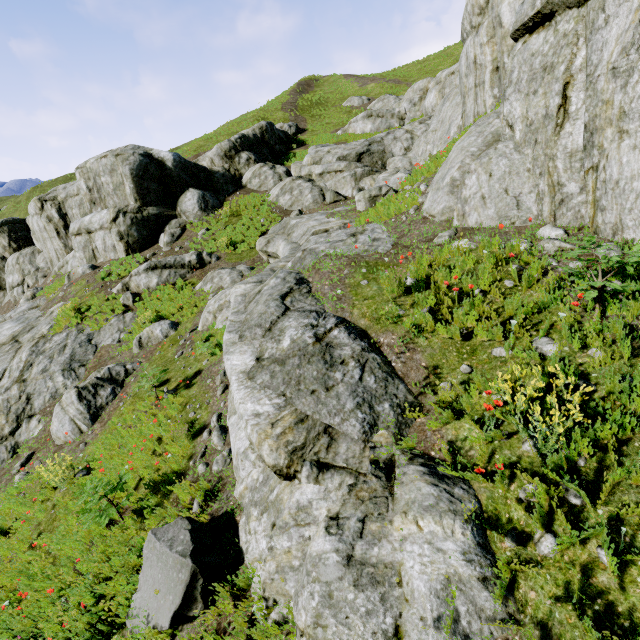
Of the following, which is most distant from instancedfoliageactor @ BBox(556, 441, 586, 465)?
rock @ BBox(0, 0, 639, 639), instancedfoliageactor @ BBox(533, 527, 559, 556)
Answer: instancedfoliageactor @ BBox(533, 527, 559, 556)

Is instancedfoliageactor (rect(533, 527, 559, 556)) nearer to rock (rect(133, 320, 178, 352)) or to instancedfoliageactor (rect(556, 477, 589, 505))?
rock (rect(133, 320, 178, 352))

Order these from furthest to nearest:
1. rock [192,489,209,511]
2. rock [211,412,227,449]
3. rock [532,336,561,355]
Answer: rock [211,412,227,449]
rock [192,489,209,511]
rock [532,336,561,355]

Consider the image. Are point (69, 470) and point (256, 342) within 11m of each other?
yes

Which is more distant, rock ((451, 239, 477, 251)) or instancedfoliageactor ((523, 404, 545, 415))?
rock ((451, 239, 477, 251))

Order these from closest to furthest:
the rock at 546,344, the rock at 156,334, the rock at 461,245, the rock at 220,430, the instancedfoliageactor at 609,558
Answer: the instancedfoliageactor at 609,558 → the rock at 546,344 → the rock at 461,245 → the rock at 220,430 → the rock at 156,334

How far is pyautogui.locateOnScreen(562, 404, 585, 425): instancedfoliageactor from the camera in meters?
2.9

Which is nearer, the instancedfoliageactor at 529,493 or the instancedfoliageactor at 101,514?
the instancedfoliageactor at 529,493
